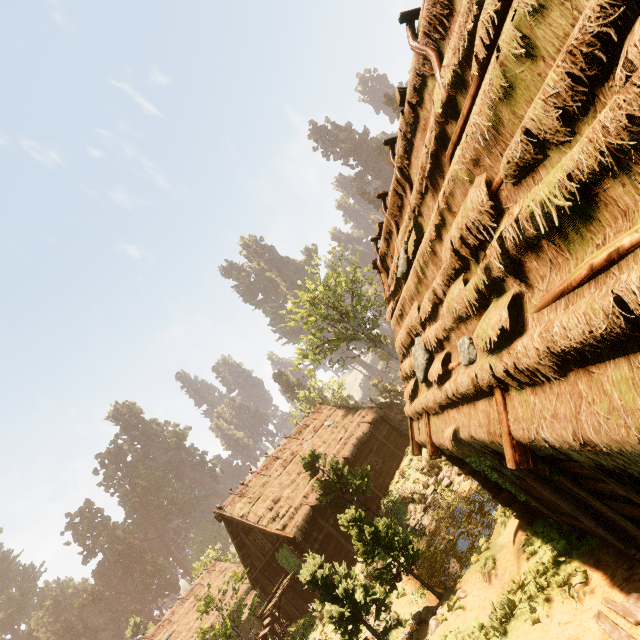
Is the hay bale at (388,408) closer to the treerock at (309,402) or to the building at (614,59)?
the building at (614,59)

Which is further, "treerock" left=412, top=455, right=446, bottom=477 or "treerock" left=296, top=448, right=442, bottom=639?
"treerock" left=412, top=455, right=446, bottom=477

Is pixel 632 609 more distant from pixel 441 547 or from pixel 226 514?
pixel 226 514

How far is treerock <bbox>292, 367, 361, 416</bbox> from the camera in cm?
4666

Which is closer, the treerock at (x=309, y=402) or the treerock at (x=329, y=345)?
the treerock at (x=329, y=345)

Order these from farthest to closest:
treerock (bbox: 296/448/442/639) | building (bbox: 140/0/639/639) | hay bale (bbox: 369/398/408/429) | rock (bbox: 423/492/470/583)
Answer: hay bale (bbox: 369/398/408/429) → rock (bbox: 423/492/470/583) → treerock (bbox: 296/448/442/639) → building (bbox: 140/0/639/639)

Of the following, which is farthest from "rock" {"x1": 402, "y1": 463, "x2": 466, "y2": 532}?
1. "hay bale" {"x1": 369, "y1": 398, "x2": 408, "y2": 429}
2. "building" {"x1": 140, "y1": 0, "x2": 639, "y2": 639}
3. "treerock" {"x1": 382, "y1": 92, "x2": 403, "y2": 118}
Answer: "hay bale" {"x1": 369, "y1": 398, "x2": 408, "y2": 429}
